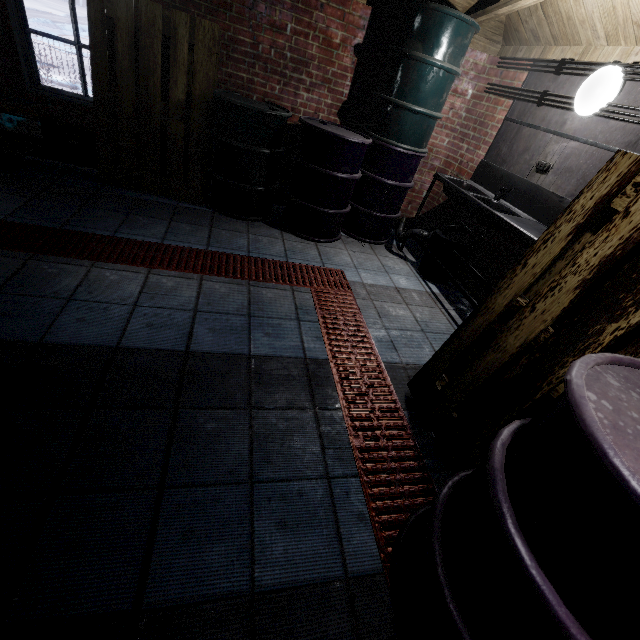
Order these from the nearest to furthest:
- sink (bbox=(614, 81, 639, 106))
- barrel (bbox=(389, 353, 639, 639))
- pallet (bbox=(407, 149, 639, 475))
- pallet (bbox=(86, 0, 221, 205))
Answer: barrel (bbox=(389, 353, 639, 639)) < pallet (bbox=(407, 149, 639, 475)) < sink (bbox=(614, 81, 639, 106)) < pallet (bbox=(86, 0, 221, 205))

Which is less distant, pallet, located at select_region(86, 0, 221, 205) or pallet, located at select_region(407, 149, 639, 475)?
pallet, located at select_region(407, 149, 639, 475)

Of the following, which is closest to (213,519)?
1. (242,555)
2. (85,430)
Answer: (242,555)

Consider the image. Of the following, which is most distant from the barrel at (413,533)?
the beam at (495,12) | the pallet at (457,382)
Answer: the beam at (495,12)

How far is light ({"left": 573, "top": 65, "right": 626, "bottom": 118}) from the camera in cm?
220

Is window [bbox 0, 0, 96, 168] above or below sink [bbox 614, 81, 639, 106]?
below

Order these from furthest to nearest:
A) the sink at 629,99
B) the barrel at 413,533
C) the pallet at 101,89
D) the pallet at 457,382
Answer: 1. the pallet at 101,89
2. the sink at 629,99
3. the pallet at 457,382
4. the barrel at 413,533
